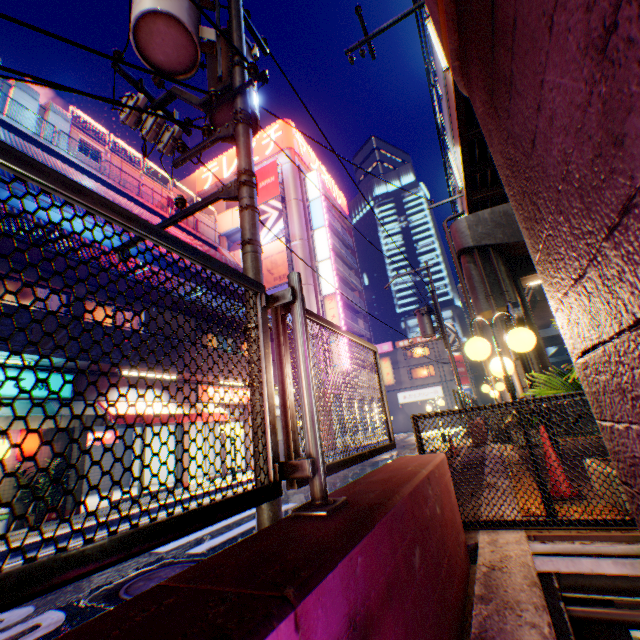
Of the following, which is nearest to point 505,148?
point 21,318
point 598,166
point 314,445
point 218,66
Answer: point 598,166

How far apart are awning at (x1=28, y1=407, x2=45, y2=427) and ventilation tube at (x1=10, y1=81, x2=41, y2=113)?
15.93m

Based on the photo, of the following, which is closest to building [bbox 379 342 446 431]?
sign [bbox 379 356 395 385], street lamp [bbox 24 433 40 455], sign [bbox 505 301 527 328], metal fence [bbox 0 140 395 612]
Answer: sign [bbox 379 356 395 385]

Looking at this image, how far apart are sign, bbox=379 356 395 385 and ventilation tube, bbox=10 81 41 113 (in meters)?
34.40

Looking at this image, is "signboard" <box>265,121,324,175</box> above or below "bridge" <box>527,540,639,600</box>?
above

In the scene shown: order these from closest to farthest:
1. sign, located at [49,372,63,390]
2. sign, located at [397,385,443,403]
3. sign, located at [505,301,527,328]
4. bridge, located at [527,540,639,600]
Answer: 1. bridge, located at [527,540,639,600]
2. sign, located at [505,301,527,328]
3. sign, located at [49,372,63,390]
4. sign, located at [397,385,443,403]

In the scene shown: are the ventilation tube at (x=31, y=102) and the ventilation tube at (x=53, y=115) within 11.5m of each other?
yes

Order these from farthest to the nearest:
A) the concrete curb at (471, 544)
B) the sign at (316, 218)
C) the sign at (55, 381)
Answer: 1. the sign at (316, 218)
2. the sign at (55, 381)
3. the concrete curb at (471, 544)
